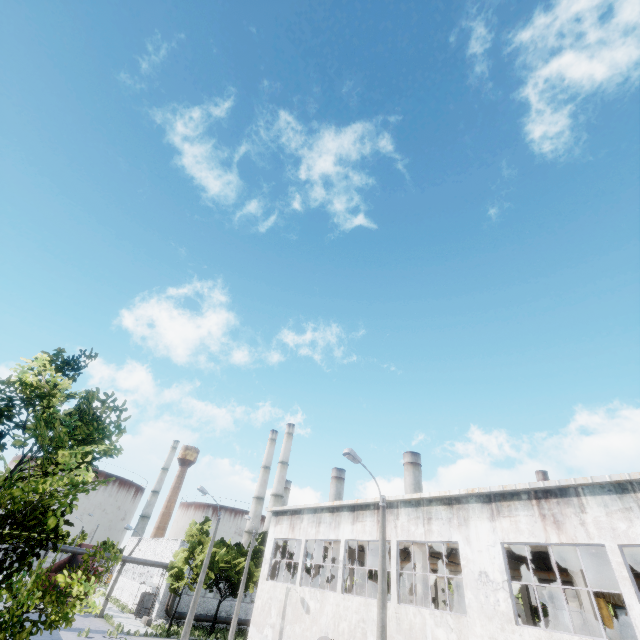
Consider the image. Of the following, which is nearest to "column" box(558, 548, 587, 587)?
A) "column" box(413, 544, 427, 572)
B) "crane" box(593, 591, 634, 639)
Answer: "crane" box(593, 591, 634, 639)

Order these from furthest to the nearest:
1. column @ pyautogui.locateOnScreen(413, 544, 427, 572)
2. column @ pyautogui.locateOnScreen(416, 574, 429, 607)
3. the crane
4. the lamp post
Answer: column @ pyautogui.locateOnScreen(413, 544, 427, 572) < column @ pyautogui.locateOnScreen(416, 574, 429, 607) < the crane < the lamp post

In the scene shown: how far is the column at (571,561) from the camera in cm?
1341

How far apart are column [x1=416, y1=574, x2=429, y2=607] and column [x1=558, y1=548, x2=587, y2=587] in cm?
747

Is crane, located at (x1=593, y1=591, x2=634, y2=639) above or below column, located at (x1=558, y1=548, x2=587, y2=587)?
below

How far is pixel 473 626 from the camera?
13.1m

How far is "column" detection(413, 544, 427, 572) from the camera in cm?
1856

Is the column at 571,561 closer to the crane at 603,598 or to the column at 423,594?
the crane at 603,598
